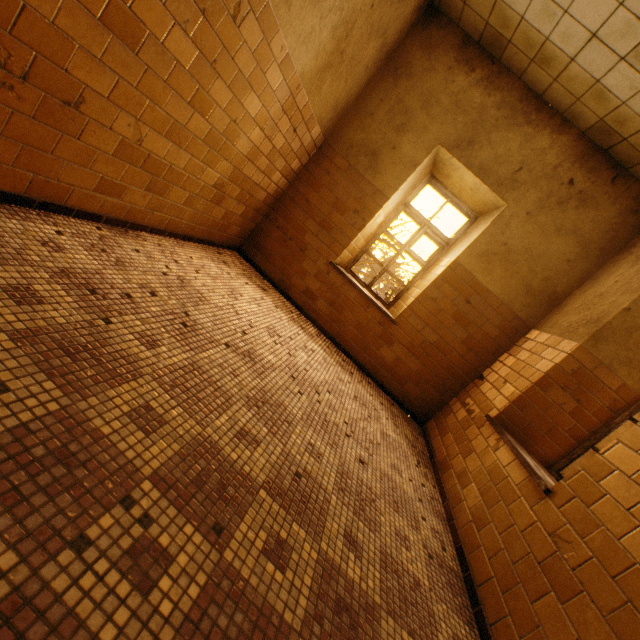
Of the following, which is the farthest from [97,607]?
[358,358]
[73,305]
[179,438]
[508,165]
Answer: [508,165]
